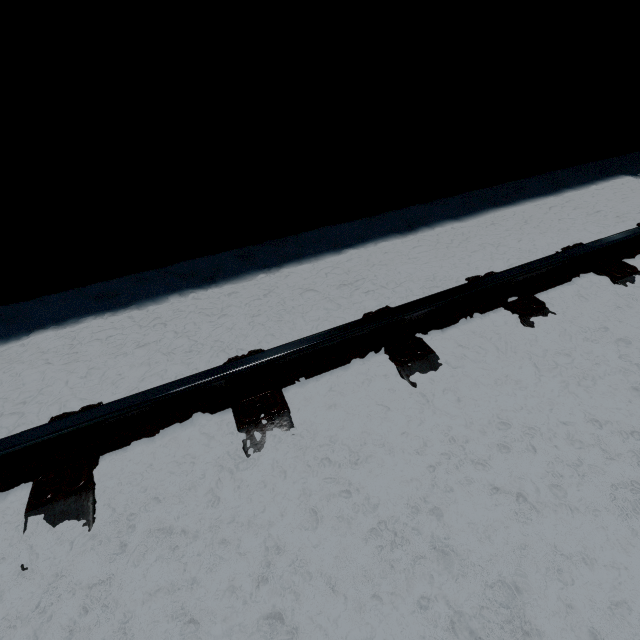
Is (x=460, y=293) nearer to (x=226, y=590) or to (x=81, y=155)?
(x=226, y=590)
